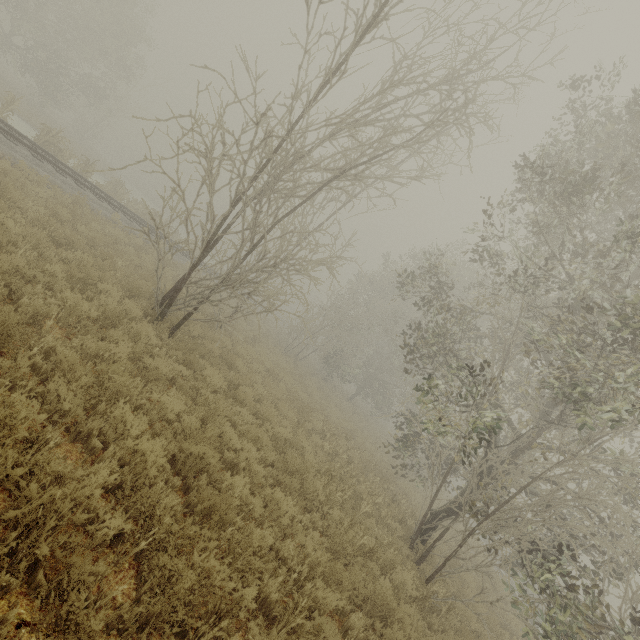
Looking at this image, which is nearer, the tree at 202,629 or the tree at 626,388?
the tree at 202,629

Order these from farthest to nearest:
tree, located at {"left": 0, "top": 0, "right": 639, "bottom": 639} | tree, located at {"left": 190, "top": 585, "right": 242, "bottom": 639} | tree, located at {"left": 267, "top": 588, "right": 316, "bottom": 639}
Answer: tree, located at {"left": 0, "top": 0, "right": 639, "bottom": 639}
tree, located at {"left": 267, "top": 588, "right": 316, "bottom": 639}
tree, located at {"left": 190, "top": 585, "right": 242, "bottom": 639}

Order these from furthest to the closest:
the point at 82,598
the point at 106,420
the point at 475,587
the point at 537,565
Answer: the point at 475,587, the point at 537,565, the point at 106,420, the point at 82,598

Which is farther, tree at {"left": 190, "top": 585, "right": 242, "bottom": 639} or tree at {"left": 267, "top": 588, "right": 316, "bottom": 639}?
tree at {"left": 267, "top": 588, "right": 316, "bottom": 639}

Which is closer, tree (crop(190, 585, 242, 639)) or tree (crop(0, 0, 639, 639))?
tree (crop(190, 585, 242, 639))

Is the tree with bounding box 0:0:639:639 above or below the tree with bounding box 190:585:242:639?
above

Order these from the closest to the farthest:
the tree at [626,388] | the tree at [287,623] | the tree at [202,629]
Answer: the tree at [202,629], the tree at [287,623], the tree at [626,388]
